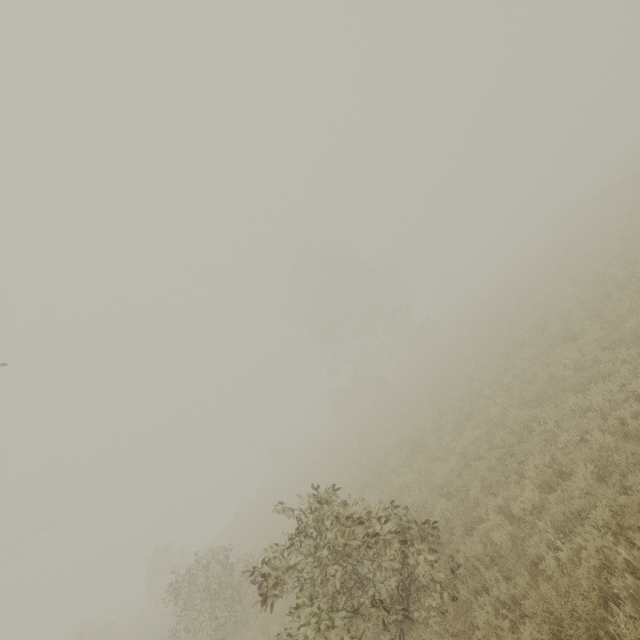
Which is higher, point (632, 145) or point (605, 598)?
point (632, 145)
